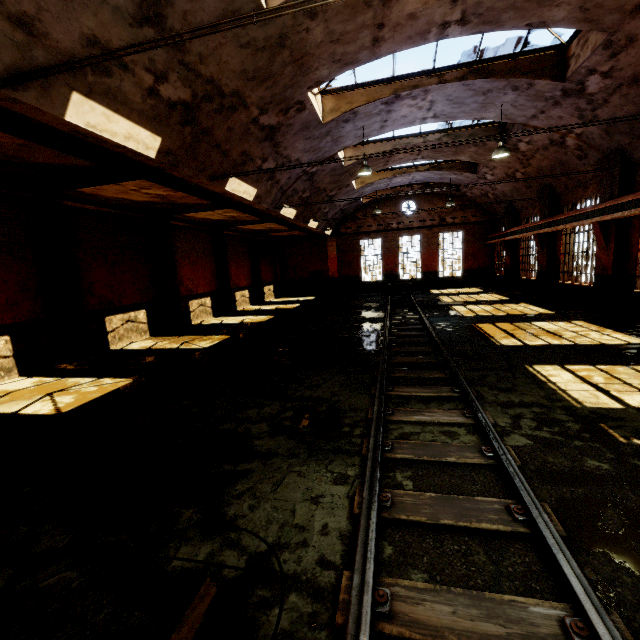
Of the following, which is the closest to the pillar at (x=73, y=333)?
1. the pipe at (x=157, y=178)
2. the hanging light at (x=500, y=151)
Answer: the pipe at (x=157, y=178)

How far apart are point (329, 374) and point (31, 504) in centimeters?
518cm

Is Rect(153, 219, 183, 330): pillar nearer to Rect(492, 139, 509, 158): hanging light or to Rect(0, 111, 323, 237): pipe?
Rect(0, 111, 323, 237): pipe

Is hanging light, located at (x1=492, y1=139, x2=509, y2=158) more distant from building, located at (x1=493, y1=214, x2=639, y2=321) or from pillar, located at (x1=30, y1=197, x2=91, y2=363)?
pillar, located at (x1=30, y1=197, x2=91, y2=363)

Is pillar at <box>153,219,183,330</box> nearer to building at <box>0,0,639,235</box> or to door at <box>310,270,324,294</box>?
building at <box>0,0,639,235</box>

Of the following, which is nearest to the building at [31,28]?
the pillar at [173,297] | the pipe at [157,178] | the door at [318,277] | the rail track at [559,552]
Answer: the pipe at [157,178]

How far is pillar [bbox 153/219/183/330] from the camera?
14.3 meters
